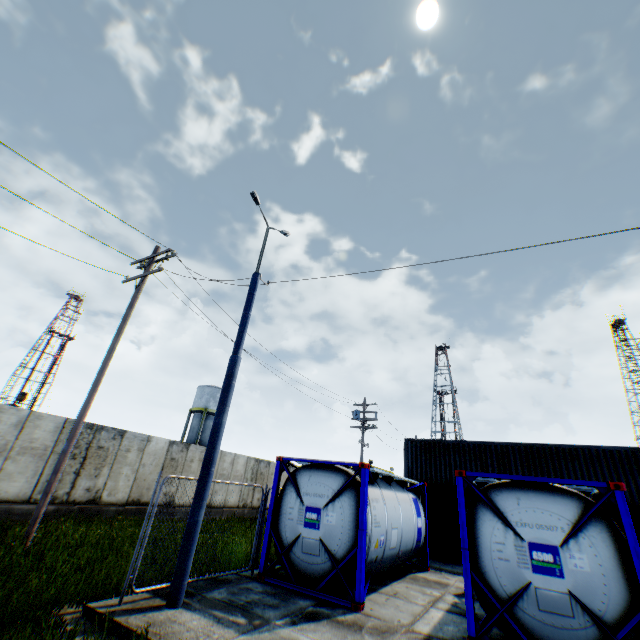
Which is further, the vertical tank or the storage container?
the vertical tank

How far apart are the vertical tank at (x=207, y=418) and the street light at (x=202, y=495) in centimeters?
A: 3454cm

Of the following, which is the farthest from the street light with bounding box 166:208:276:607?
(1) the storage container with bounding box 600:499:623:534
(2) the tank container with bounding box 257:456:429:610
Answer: (1) the storage container with bounding box 600:499:623:534

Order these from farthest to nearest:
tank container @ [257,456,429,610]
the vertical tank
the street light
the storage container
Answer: the vertical tank, the storage container, tank container @ [257,456,429,610], the street light

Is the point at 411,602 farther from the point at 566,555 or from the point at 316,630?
the point at 566,555

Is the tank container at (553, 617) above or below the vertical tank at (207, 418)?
below

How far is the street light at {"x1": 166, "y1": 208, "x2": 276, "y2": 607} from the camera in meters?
6.2

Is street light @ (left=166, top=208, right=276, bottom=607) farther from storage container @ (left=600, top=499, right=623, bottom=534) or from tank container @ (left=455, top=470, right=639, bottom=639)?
storage container @ (left=600, top=499, right=623, bottom=534)
